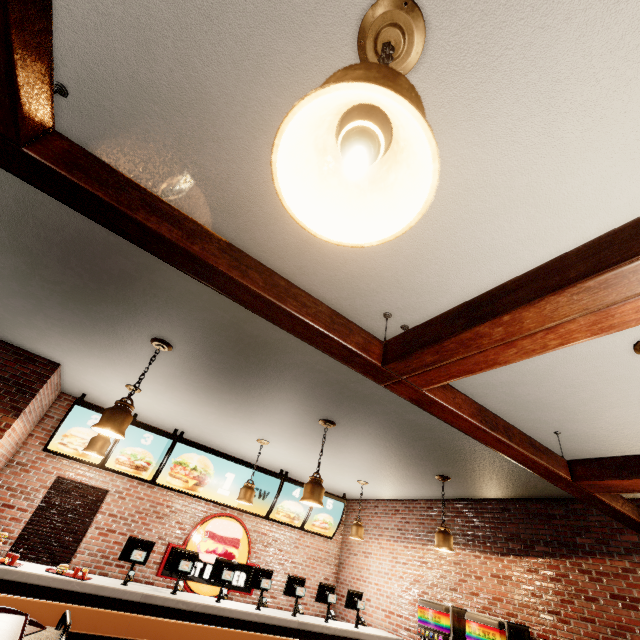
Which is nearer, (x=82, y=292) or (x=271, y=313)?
(x=271, y=313)
